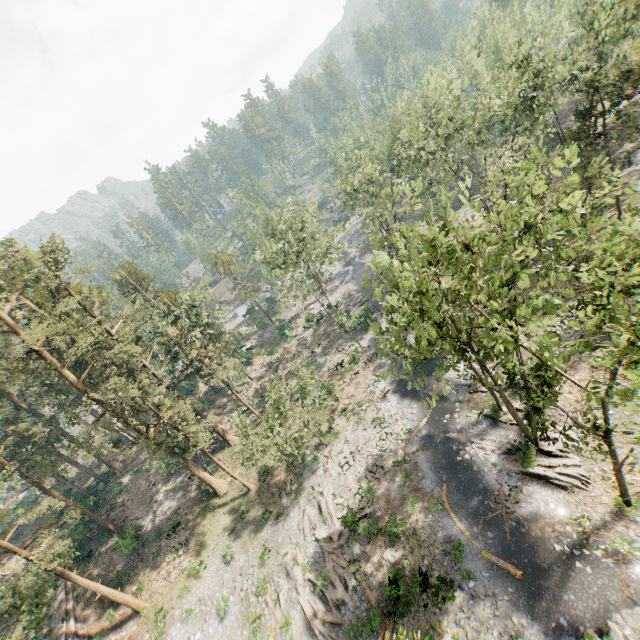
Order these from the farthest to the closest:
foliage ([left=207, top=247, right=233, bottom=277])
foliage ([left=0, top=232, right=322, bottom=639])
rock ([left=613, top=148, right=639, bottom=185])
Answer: foliage ([left=207, top=247, right=233, bottom=277]) < rock ([left=613, top=148, right=639, bottom=185]) < foliage ([left=0, top=232, right=322, bottom=639])

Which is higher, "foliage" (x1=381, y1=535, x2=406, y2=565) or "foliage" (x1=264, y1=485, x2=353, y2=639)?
"foliage" (x1=264, y1=485, x2=353, y2=639)

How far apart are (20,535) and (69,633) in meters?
26.4

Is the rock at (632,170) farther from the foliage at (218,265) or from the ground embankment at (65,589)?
the ground embankment at (65,589)

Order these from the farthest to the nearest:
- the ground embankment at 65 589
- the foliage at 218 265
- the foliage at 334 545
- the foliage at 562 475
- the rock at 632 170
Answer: the foliage at 218 265, the rock at 632 170, the ground embankment at 65 589, the foliage at 334 545, the foliage at 562 475

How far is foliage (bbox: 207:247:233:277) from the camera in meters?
58.3 m

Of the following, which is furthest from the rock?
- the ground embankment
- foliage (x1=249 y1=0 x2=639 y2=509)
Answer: the ground embankment
